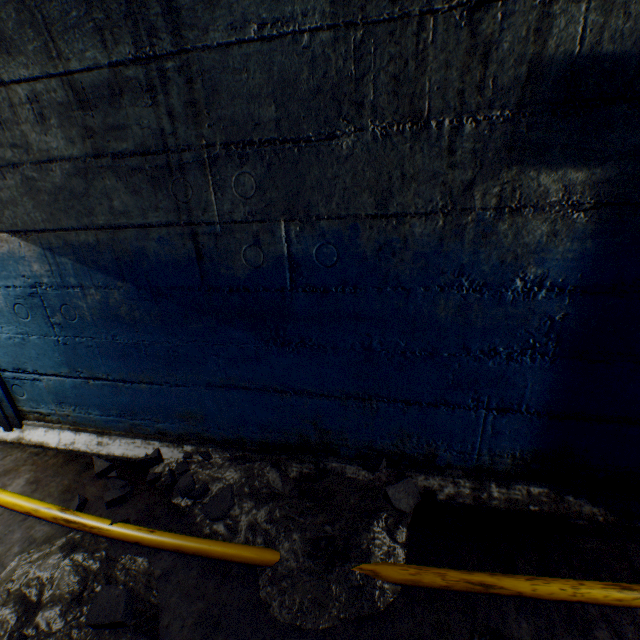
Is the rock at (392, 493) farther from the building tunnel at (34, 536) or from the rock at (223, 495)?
the rock at (223, 495)

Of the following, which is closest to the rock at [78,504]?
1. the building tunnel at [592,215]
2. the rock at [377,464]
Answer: the building tunnel at [592,215]

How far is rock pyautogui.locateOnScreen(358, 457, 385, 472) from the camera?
1.85m

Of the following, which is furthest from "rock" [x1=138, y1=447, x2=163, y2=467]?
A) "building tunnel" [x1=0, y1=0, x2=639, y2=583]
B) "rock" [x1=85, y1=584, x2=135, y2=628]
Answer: "rock" [x1=85, y1=584, x2=135, y2=628]

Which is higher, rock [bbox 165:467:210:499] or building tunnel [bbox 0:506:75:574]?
rock [bbox 165:467:210:499]

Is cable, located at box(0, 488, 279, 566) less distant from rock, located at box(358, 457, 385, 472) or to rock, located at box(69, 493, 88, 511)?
rock, located at box(69, 493, 88, 511)

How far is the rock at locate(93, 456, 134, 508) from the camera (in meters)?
1.95

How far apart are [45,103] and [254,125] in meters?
1.0 m
